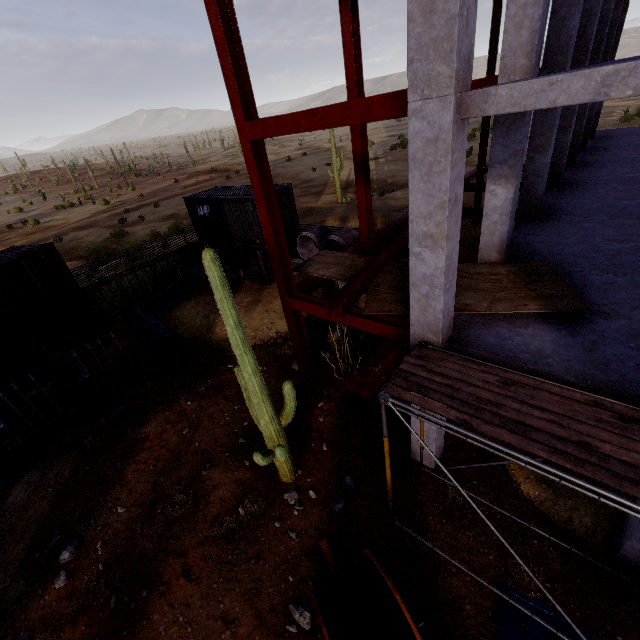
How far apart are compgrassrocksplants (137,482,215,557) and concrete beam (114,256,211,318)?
11.9m

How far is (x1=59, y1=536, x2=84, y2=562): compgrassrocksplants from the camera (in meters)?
7.54

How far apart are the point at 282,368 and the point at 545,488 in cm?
855

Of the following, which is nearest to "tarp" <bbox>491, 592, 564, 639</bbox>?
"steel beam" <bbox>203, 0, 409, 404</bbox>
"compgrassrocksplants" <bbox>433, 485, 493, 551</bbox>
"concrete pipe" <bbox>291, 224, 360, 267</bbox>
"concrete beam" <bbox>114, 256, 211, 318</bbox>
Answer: "compgrassrocksplants" <bbox>433, 485, 493, 551</bbox>

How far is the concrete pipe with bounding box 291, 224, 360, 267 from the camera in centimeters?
1459cm

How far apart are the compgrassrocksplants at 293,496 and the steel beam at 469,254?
7.0m

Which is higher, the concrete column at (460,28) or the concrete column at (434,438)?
the concrete column at (460,28)

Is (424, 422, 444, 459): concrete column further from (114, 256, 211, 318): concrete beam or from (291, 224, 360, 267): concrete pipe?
(114, 256, 211, 318): concrete beam
